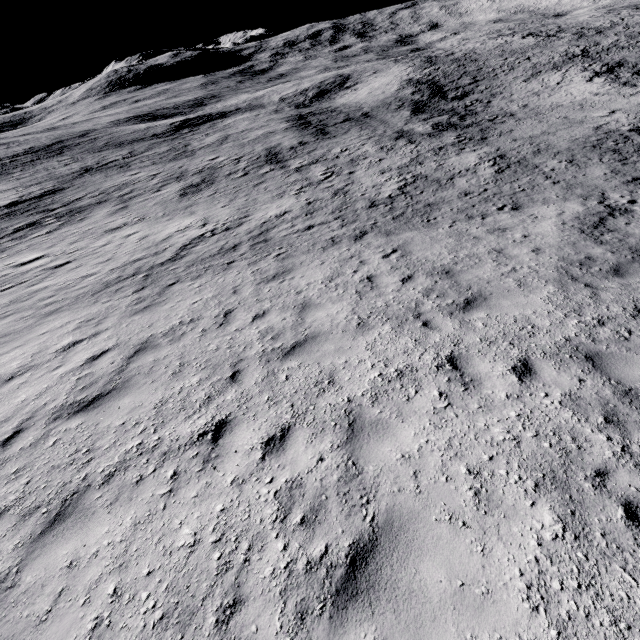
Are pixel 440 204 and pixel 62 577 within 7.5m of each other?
no
